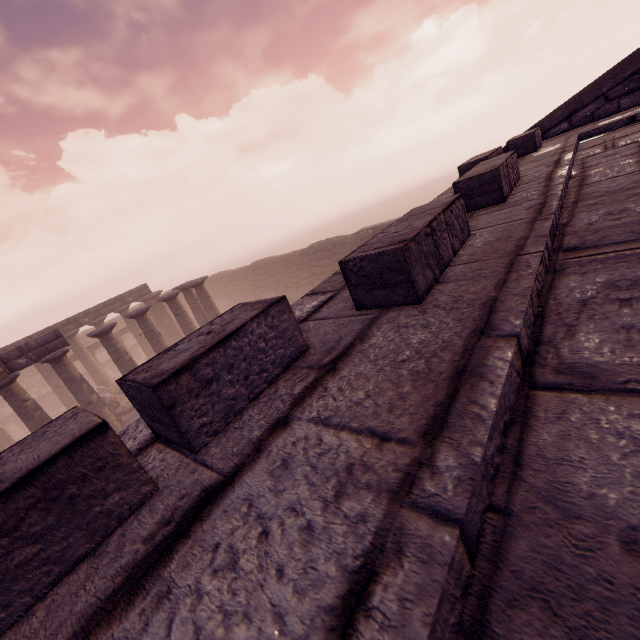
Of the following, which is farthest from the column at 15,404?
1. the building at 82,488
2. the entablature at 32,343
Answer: the building at 82,488

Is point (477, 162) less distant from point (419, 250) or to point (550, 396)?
point (419, 250)

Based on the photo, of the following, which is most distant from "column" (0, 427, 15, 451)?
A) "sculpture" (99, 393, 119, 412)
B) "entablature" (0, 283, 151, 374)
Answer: "sculpture" (99, 393, 119, 412)

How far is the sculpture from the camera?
21.5 meters

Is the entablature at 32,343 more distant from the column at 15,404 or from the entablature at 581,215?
the entablature at 581,215

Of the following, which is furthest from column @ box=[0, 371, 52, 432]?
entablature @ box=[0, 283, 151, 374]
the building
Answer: the building

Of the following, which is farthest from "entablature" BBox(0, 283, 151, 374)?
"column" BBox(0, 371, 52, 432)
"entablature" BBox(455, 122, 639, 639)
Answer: "entablature" BBox(455, 122, 639, 639)

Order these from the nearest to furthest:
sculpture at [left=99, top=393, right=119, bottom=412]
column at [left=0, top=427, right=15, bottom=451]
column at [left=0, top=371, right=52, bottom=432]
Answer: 1. column at [left=0, top=371, right=52, bottom=432]
2. sculpture at [left=99, top=393, right=119, bottom=412]
3. column at [left=0, top=427, right=15, bottom=451]
